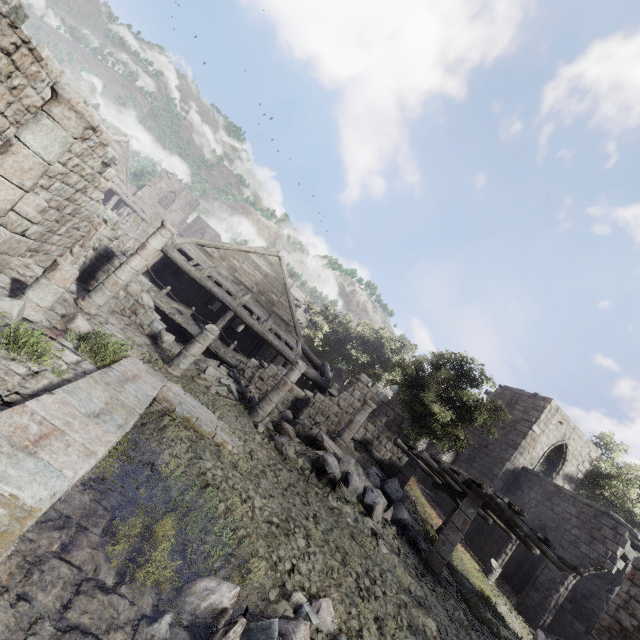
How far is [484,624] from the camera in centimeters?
1055cm

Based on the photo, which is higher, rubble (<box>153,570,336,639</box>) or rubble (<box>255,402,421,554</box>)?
rubble (<box>255,402,421,554</box>)

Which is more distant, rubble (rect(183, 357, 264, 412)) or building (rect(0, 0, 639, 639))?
rubble (rect(183, 357, 264, 412))

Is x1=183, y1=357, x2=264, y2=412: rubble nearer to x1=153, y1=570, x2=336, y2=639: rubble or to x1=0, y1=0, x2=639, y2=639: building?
x1=0, y1=0, x2=639, y2=639: building

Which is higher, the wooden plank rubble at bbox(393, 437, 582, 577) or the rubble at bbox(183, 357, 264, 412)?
the wooden plank rubble at bbox(393, 437, 582, 577)

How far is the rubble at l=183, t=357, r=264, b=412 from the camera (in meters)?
12.30

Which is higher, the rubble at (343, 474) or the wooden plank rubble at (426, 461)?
the wooden plank rubble at (426, 461)

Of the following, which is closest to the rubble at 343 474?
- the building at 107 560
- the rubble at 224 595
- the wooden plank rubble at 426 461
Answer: the building at 107 560
